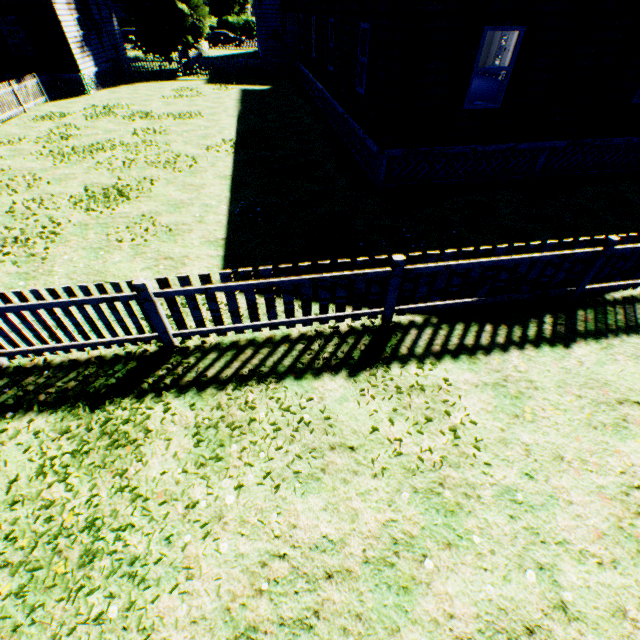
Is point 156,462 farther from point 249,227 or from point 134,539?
point 249,227

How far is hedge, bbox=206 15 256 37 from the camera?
50.31m

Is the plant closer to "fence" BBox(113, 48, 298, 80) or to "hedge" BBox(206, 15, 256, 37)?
"fence" BBox(113, 48, 298, 80)

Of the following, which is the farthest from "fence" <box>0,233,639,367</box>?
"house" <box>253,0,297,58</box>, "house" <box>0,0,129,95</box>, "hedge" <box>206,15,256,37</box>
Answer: "hedge" <box>206,15,256,37</box>

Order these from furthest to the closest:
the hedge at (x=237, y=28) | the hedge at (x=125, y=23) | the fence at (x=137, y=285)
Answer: the hedge at (x=237, y=28), the hedge at (x=125, y=23), the fence at (x=137, y=285)

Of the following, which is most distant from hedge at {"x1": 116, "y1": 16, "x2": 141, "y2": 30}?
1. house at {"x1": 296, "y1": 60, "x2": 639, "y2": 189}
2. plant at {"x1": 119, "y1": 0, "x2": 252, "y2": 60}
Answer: house at {"x1": 296, "y1": 60, "x2": 639, "y2": 189}

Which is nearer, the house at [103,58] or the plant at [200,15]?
the house at [103,58]

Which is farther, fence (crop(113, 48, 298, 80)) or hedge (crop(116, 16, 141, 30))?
hedge (crop(116, 16, 141, 30))
